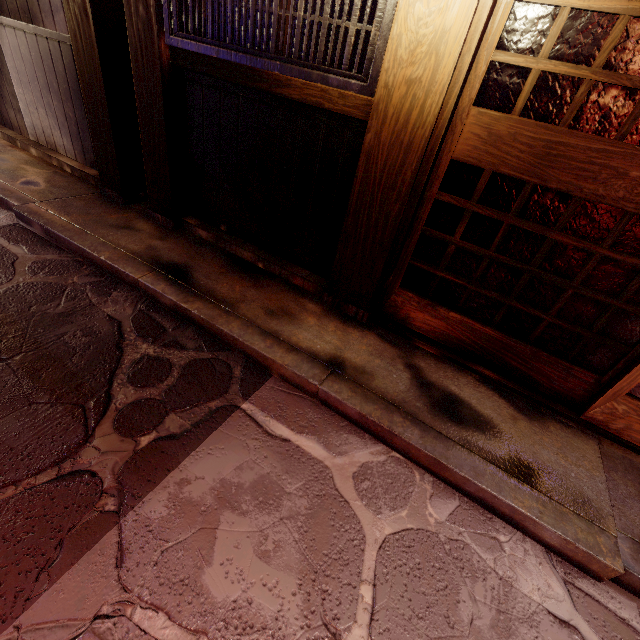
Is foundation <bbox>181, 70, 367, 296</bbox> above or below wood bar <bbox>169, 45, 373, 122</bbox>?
below

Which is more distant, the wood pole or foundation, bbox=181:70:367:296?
foundation, bbox=181:70:367:296

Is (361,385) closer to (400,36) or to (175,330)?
(175,330)

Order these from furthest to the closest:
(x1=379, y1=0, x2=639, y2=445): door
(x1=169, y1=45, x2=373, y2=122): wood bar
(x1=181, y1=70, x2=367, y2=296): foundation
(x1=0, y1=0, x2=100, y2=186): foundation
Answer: (x1=0, y1=0, x2=100, y2=186): foundation < (x1=181, y1=70, x2=367, y2=296): foundation < (x1=169, y1=45, x2=373, y2=122): wood bar < (x1=379, y1=0, x2=639, y2=445): door

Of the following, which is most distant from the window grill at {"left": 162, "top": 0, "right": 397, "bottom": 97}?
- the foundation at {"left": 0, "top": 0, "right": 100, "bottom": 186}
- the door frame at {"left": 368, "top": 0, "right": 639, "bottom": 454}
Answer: the foundation at {"left": 0, "top": 0, "right": 100, "bottom": 186}

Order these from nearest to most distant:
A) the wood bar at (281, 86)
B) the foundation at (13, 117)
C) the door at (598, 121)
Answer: the door at (598, 121), the wood bar at (281, 86), the foundation at (13, 117)

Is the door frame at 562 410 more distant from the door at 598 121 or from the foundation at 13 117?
the foundation at 13 117

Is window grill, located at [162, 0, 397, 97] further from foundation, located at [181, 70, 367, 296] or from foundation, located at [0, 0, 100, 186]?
foundation, located at [0, 0, 100, 186]
